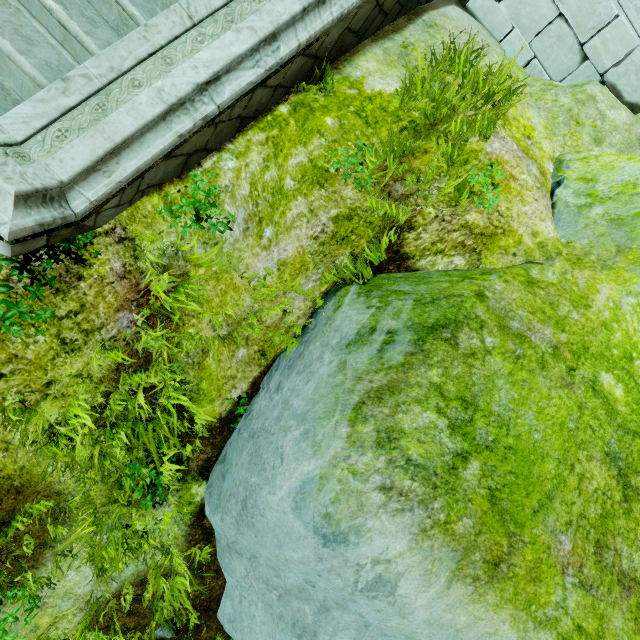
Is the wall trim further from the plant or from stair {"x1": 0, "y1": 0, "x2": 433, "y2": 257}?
the plant

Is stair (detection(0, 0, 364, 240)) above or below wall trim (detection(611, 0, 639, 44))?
below

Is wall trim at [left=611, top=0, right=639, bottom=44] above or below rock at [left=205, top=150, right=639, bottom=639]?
above

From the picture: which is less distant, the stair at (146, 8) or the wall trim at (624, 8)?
the stair at (146, 8)

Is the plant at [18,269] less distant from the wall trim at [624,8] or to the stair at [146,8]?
the stair at [146,8]

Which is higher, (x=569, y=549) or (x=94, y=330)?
(x=569, y=549)

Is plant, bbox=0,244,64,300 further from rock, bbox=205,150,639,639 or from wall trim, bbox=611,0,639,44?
wall trim, bbox=611,0,639,44
